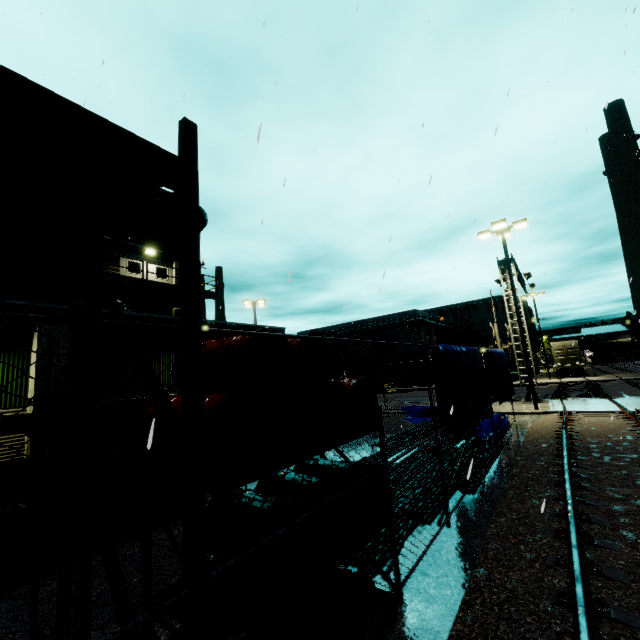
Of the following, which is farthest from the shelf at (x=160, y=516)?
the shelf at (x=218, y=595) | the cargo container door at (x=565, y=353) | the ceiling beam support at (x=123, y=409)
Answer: the cargo container door at (x=565, y=353)

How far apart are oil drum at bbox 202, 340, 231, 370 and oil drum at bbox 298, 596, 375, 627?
1.3 meters

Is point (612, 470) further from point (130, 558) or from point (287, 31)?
point (287, 31)

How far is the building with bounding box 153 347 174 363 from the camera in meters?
10.3 m

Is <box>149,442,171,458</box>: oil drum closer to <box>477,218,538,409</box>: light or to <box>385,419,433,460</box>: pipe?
<box>385,419,433,460</box>: pipe

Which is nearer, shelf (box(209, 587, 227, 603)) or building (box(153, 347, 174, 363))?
shelf (box(209, 587, 227, 603))

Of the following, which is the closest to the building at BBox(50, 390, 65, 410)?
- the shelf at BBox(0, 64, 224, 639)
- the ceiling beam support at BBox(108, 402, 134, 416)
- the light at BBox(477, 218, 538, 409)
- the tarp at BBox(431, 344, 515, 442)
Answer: the ceiling beam support at BBox(108, 402, 134, 416)

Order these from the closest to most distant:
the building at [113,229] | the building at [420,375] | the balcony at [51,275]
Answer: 1. the balcony at [51,275]
2. the building at [113,229]
3. the building at [420,375]
